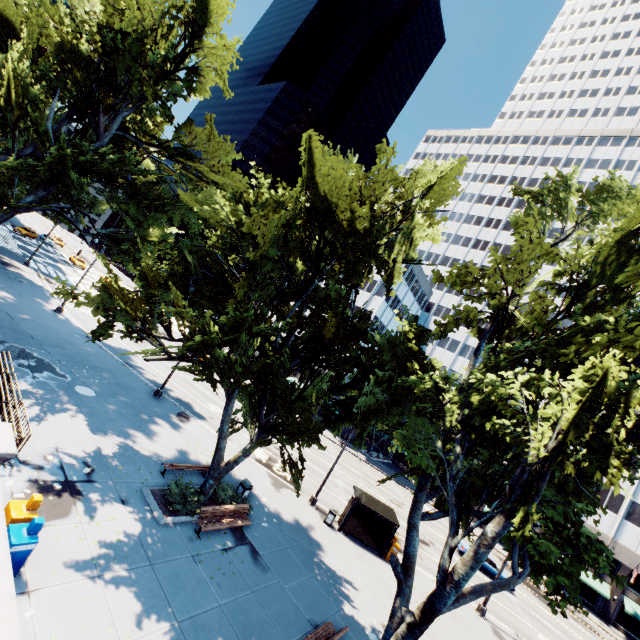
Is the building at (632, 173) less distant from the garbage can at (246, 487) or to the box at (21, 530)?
the garbage can at (246, 487)

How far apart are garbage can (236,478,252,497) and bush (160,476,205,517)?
2.9m

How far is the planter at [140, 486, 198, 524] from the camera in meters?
12.4 m

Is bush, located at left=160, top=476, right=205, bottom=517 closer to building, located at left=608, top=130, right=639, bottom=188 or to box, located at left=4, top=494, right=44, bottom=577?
box, located at left=4, top=494, right=44, bottom=577

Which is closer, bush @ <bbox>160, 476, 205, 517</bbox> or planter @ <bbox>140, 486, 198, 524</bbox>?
planter @ <bbox>140, 486, 198, 524</bbox>

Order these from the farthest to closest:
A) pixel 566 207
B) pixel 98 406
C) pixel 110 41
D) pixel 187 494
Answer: pixel 110 41 < pixel 98 406 < pixel 187 494 < pixel 566 207

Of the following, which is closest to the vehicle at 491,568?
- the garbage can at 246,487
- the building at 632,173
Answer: the building at 632,173

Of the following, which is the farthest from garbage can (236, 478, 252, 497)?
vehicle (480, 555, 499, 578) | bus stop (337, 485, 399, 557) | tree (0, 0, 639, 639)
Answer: vehicle (480, 555, 499, 578)
